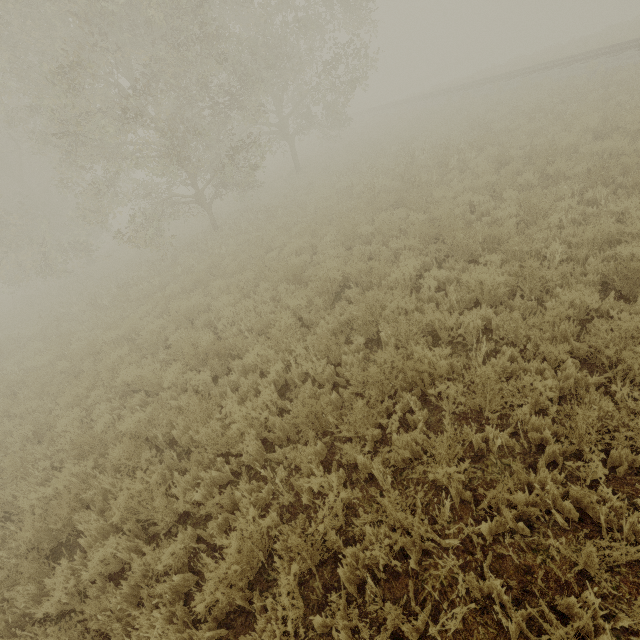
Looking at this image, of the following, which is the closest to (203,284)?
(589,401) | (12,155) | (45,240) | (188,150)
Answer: (188,150)
